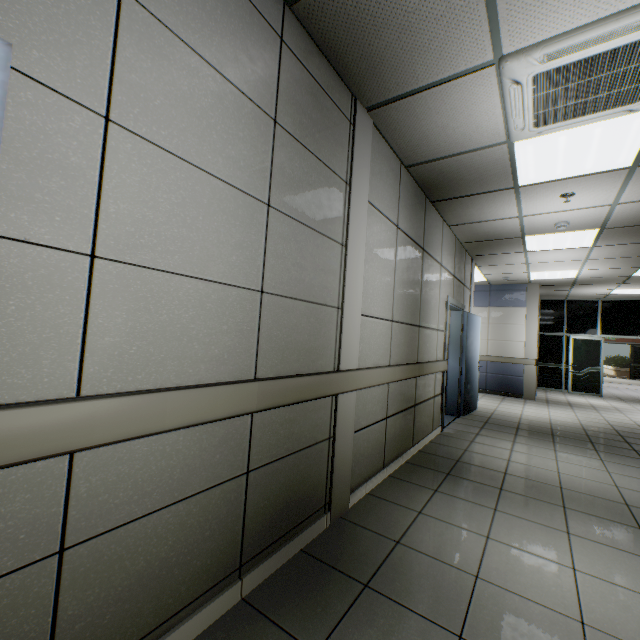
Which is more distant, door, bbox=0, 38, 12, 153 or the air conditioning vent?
the air conditioning vent

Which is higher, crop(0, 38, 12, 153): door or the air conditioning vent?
the air conditioning vent

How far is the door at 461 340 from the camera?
5.4m

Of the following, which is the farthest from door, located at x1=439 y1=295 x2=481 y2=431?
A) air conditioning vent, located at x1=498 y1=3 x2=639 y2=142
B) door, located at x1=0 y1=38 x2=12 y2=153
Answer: door, located at x1=0 y1=38 x2=12 y2=153

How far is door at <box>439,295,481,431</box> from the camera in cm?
536

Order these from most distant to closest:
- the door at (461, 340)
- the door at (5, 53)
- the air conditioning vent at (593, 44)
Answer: the door at (461, 340)
the air conditioning vent at (593, 44)
the door at (5, 53)

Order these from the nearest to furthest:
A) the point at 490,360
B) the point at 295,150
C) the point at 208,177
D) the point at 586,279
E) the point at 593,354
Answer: the point at 208,177, the point at 295,150, the point at 586,279, the point at 490,360, the point at 593,354

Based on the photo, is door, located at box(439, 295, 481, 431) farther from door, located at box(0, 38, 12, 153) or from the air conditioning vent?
door, located at box(0, 38, 12, 153)
